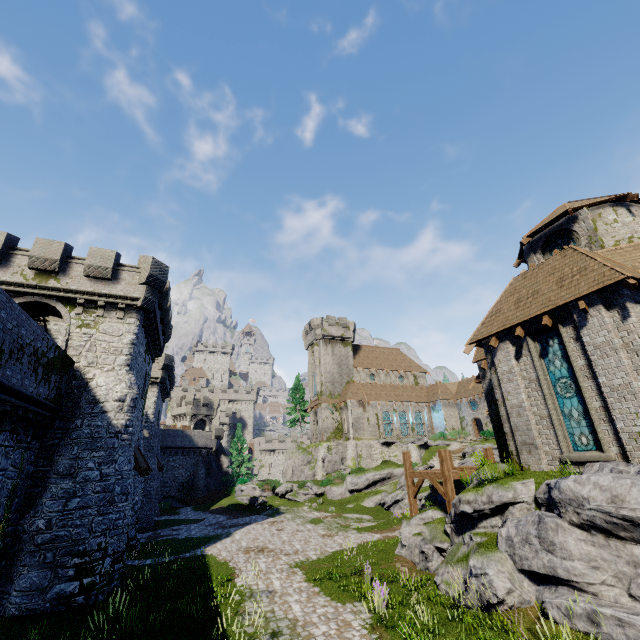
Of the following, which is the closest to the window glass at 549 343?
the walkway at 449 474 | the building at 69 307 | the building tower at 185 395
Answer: the walkway at 449 474

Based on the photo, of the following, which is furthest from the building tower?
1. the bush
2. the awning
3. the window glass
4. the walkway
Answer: the window glass

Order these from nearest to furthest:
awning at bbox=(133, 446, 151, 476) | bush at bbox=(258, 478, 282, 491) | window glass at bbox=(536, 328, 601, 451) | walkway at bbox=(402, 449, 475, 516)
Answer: window glass at bbox=(536, 328, 601, 451) → walkway at bbox=(402, 449, 475, 516) → awning at bbox=(133, 446, 151, 476) → bush at bbox=(258, 478, 282, 491)

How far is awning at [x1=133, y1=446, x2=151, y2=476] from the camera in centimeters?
1800cm

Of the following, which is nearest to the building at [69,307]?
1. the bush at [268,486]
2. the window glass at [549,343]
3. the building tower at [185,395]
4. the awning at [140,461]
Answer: the awning at [140,461]

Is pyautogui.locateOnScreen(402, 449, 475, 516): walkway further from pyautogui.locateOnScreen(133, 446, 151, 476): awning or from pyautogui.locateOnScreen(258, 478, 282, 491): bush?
pyautogui.locateOnScreen(258, 478, 282, 491): bush

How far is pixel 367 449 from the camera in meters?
46.0 m

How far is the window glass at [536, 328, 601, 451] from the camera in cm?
1168
